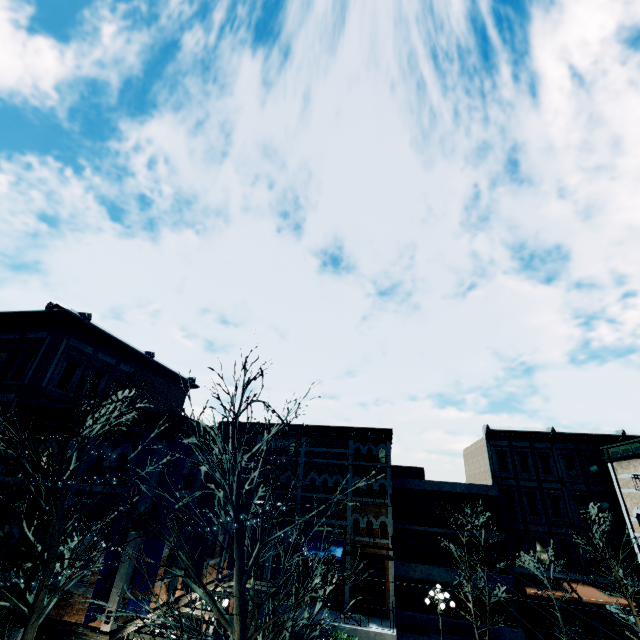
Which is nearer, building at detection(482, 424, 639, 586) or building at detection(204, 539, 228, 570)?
building at detection(204, 539, 228, 570)

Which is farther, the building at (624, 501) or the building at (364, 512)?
the building at (364, 512)

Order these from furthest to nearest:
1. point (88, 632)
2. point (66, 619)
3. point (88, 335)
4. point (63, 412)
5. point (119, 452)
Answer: point (88, 335) < point (63, 412) < point (119, 452) < point (66, 619) < point (88, 632)

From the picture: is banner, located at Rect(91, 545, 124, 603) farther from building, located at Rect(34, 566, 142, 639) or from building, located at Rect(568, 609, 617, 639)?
building, located at Rect(568, 609, 617, 639)

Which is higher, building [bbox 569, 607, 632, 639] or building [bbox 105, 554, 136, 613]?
building [bbox 105, 554, 136, 613]

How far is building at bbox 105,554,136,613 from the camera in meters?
9.7

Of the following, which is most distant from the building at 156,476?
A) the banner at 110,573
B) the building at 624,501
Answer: the building at 624,501
